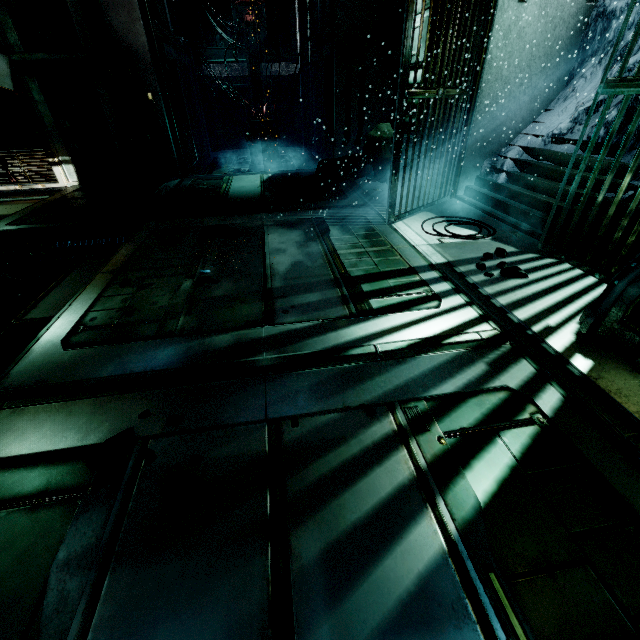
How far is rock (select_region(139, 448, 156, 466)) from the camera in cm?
160

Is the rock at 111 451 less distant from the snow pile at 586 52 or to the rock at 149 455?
the rock at 149 455

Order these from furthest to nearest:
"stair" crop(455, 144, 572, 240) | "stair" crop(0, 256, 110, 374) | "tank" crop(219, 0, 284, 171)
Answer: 1. "tank" crop(219, 0, 284, 171)
2. "stair" crop(455, 144, 572, 240)
3. "stair" crop(0, 256, 110, 374)

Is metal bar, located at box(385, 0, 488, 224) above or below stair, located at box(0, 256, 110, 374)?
above

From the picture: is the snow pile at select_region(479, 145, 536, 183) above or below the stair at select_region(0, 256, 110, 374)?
above

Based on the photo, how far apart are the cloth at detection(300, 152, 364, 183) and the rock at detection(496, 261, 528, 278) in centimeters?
425cm

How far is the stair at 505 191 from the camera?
4.09m

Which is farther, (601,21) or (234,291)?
(601,21)
